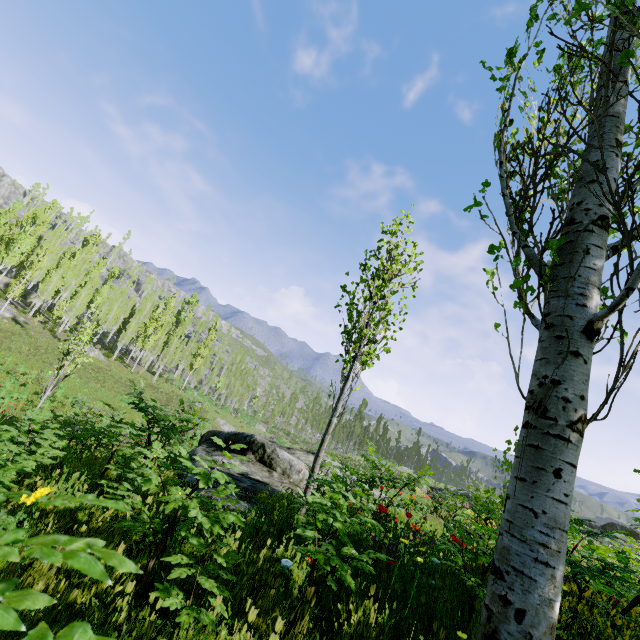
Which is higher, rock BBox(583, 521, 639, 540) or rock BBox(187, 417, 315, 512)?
rock BBox(583, 521, 639, 540)

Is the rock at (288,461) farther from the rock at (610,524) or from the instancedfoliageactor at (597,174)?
the rock at (610,524)

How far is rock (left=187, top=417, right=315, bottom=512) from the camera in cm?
608

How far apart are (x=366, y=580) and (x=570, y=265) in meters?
3.4 m

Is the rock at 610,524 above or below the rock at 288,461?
above

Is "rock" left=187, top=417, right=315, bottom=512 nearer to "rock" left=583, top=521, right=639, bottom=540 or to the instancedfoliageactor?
the instancedfoliageactor

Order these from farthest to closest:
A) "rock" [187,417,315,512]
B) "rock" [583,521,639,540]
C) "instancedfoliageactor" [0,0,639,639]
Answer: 1. "rock" [583,521,639,540]
2. "rock" [187,417,315,512]
3. "instancedfoliageactor" [0,0,639,639]
